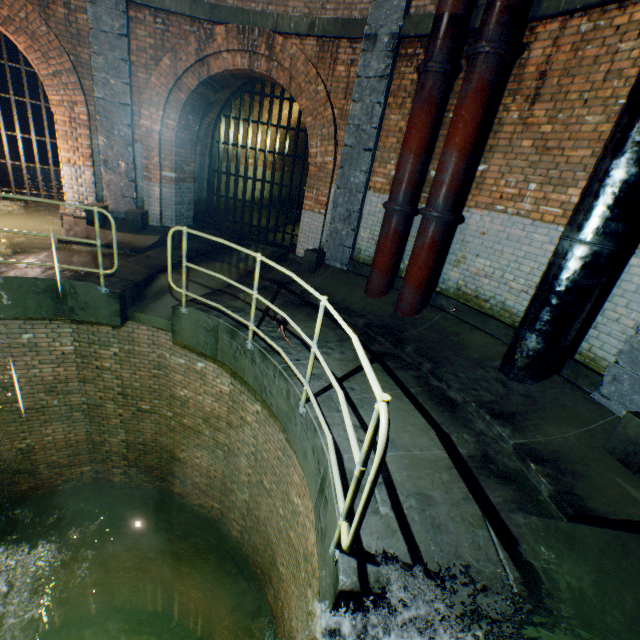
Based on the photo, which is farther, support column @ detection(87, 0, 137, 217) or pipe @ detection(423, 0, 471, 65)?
support column @ detection(87, 0, 137, 217)

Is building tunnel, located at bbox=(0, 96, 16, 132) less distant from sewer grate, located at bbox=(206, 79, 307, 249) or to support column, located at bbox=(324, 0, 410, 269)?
sewer grate, located at bbox=(206, 79, 307, 249)

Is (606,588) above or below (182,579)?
above

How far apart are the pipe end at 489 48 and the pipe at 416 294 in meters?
2.1

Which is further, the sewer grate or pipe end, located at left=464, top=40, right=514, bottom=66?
the sewer grate

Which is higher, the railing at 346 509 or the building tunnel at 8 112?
the building tunnel at 8 112

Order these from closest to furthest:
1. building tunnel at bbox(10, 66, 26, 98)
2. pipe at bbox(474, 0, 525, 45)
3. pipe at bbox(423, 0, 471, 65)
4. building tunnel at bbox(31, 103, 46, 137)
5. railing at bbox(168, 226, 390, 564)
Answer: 1. railing at bbox(168, 226, 390, 564)
2. pipe at bbox(474, 0, 525, 45)
3. pipe at bbox(423, 0, 471, 65)
4. building tunnel at bbox(10, 66, 26, 98)
5. building tunnel at bbox(31, 103, 46, 137)

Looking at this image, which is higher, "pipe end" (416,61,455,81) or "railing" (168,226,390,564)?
"pipe end" (416,61,455,81)
